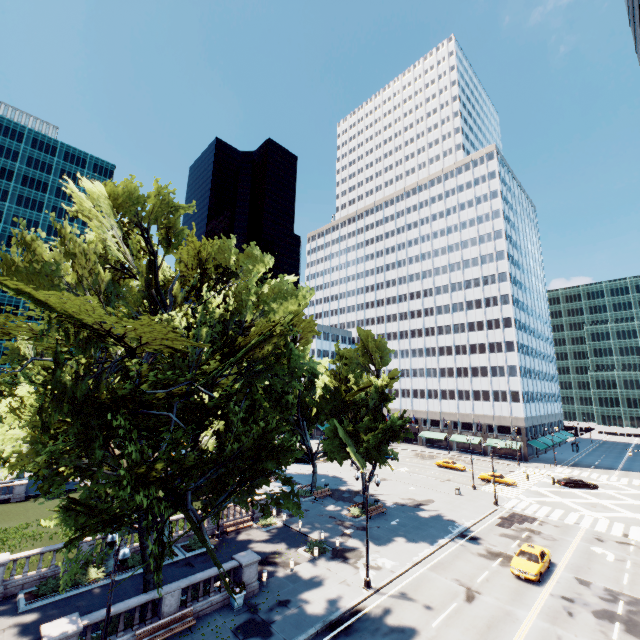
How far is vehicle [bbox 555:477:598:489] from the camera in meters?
48.2 m

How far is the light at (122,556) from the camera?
12.03m

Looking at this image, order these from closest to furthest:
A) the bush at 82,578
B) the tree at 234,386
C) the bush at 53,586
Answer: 1. the tree at 234,386
2. the bush at 53,586
3. the bush at 82,578

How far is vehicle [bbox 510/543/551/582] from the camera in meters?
23.7

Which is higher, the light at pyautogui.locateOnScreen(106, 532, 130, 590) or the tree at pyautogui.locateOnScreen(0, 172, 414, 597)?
the tree at pyautogui.locateOnScreen(0, 172, 414, 597)

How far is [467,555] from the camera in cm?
2750

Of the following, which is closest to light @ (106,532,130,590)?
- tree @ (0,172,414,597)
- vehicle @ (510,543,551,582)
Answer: tree @ (0,172,414,597)

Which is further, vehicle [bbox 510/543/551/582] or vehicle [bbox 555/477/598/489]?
vehicle [bbox 555/477/598/489]
